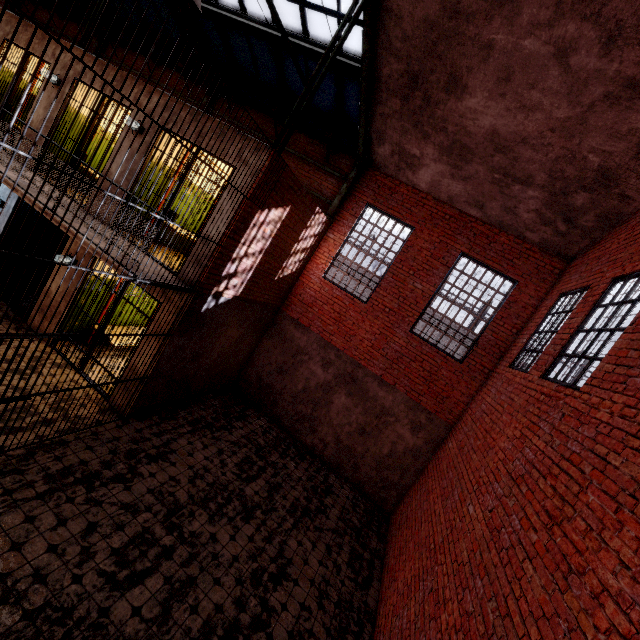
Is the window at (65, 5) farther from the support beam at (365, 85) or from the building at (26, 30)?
the building at (26, 30)

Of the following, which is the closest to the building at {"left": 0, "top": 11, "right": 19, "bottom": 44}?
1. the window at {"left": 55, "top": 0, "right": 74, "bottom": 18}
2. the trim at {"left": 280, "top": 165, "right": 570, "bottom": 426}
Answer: the window at {"left": 55, "top": 0, "right": 74, "bottom": 18}

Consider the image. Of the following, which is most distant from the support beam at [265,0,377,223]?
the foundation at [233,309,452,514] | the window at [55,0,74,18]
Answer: the foundation at [233,309,452,514]

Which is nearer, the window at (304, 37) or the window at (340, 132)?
the window at (304, 37)

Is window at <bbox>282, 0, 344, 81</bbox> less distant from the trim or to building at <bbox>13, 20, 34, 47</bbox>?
the trim

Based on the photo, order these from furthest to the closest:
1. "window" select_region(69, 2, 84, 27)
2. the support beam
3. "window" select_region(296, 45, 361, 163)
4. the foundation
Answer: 1. "window" select_region(69, 2, 84, 27)
2. the foundation
3. "window" select_region(296, 45, 361, 163)
4. the support beam

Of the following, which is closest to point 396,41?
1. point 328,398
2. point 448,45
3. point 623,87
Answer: point 448,45

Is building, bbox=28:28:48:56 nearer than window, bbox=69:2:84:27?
Yes
